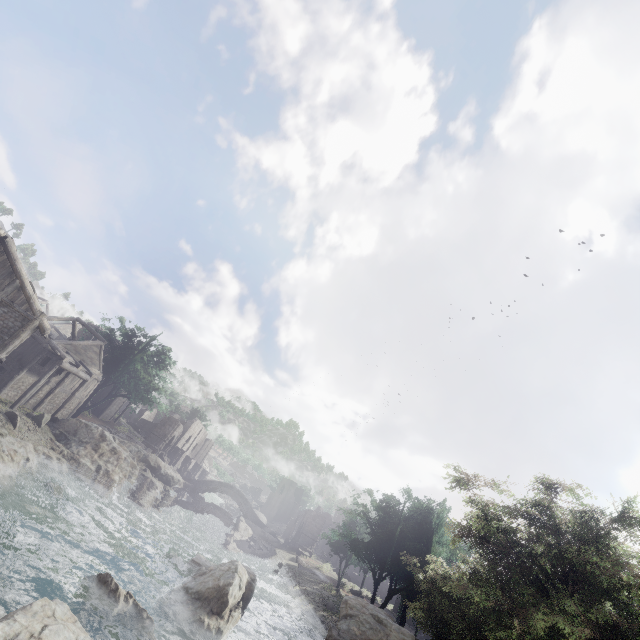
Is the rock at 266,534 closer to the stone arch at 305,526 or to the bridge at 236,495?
the bridge at 236,495

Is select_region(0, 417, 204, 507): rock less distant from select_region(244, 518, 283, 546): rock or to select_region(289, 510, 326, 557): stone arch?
select_region(289, 510, 326, 557): stone arch

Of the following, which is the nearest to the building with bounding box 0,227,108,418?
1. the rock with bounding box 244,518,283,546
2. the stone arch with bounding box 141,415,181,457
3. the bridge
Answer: the stone arch with bounding box 141,415,181,457

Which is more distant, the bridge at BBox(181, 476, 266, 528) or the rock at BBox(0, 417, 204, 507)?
the bridge at BBox(181, 476, 266, 528)

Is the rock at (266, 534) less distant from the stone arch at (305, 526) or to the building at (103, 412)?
the stone arch at (305, 526)

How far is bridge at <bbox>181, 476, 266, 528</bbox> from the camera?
54.3m

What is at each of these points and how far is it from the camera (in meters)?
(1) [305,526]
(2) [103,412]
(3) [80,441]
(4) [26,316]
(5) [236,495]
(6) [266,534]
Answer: (1) stone arch, 53.94
(2) building, 46.94
(3) rock, 28.16
(4) building, 21.00
(5) bridge, 55.44
(6) rock, 51.06

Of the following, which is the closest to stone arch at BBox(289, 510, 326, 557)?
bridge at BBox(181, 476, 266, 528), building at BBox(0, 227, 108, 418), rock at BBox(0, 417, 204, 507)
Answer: building at BBox(0, 227, 108, 418)
